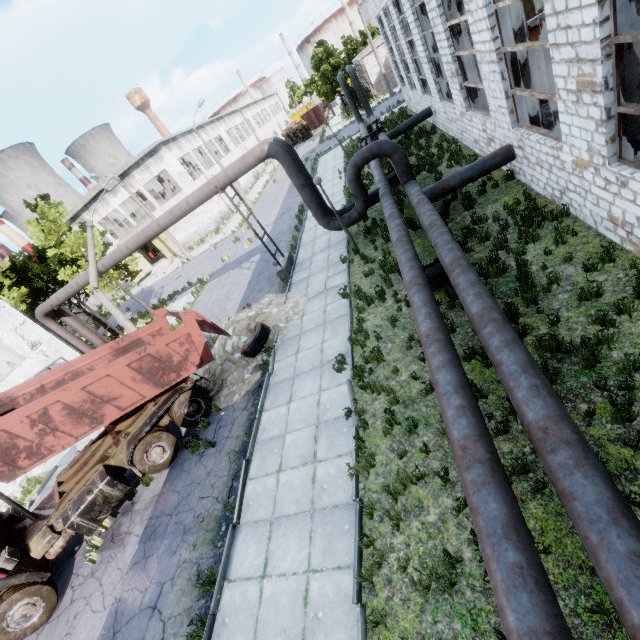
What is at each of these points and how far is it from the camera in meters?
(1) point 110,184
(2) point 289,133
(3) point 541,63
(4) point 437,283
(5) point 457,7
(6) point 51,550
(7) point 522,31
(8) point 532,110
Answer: (1) lamp post, 16.1
(2) truck, 57.5
(3) cable machine, 12.3
(4) pipe holder, 9.0
(5) column beam, 11.8
(6) truck, 8.4
(7) column beam, 8.9
(8) column beam, 10.0

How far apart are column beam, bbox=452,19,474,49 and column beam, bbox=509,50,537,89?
3.94m

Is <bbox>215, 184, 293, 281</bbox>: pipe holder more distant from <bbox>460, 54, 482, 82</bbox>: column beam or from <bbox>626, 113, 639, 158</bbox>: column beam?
<bbox>626, 113, 639, 158</bbox>: column beam

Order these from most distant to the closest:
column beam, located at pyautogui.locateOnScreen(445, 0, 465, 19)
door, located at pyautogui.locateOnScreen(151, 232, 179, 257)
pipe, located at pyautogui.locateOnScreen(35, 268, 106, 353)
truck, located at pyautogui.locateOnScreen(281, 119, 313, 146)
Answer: truck, located at pyautogui.locateOnScreen(281, 119, 313, 146) → door, located at pyautogui.locateOnScreen(151, 232, 179, 257) → pipe, located at pyautogui.locateOnScreen(35, 268, 106, 353) → column beam, located at pyautogui.locateOnScreen(445, 0, 465, 19)

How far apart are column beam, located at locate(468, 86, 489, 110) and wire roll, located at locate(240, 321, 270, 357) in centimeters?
1245cm

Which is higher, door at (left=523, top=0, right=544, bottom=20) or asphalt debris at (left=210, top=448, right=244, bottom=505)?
door at (left=523, top=0, right=544, bottom=20)

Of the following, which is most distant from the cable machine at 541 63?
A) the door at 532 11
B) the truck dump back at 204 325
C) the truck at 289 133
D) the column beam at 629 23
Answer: the truck at 289 133

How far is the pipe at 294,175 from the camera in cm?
1244
